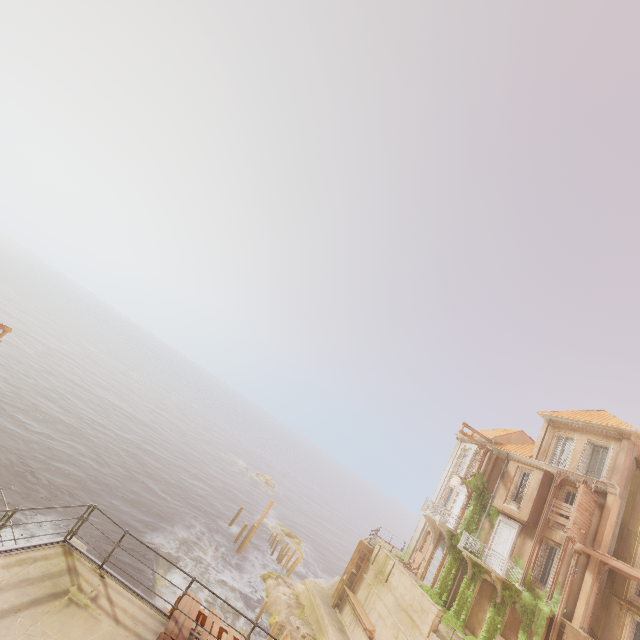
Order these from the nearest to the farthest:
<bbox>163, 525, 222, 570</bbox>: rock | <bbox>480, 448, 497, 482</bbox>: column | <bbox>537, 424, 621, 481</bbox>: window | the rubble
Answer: <bbox>537, 424, 621, 481</bbox>: window < the rubble < <bbox>163, 525, 222, 570</bbox>: rock < <bbox>480, 448, 497, 482</bbox>: column

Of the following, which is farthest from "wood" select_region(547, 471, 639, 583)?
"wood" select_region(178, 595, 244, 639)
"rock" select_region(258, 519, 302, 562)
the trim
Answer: "rock" select_region(258, 519, 302, 562)

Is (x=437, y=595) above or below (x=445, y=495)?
below

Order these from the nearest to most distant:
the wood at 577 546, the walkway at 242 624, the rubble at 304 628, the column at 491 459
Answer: the wood at 577 546 < the walkway at 242 624 < the rubble at 304 628 < the column at 491 459

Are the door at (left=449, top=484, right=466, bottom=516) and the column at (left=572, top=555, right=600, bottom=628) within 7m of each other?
no

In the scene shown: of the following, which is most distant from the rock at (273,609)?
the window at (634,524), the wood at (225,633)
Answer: the window at (634,524)

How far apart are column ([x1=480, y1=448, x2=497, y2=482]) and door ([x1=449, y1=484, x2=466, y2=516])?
0.5 meters

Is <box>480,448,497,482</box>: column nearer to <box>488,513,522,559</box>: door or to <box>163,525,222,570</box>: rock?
<box>488,513,522,559</box>: door
